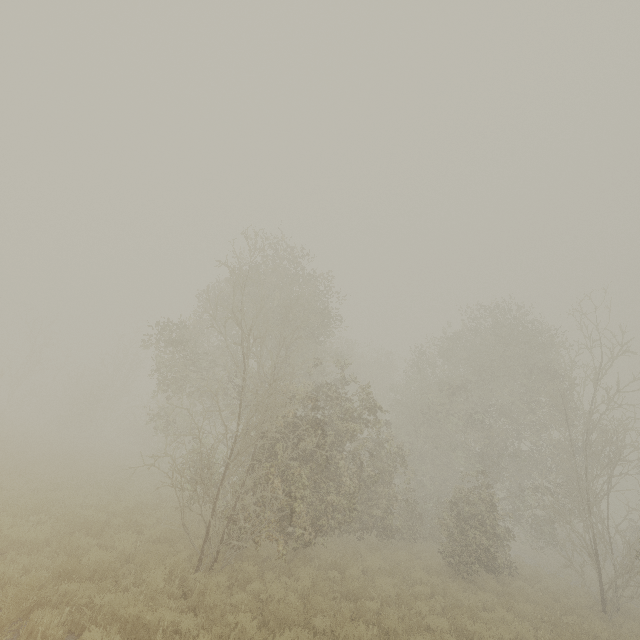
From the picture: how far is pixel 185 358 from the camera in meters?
17.2 m
